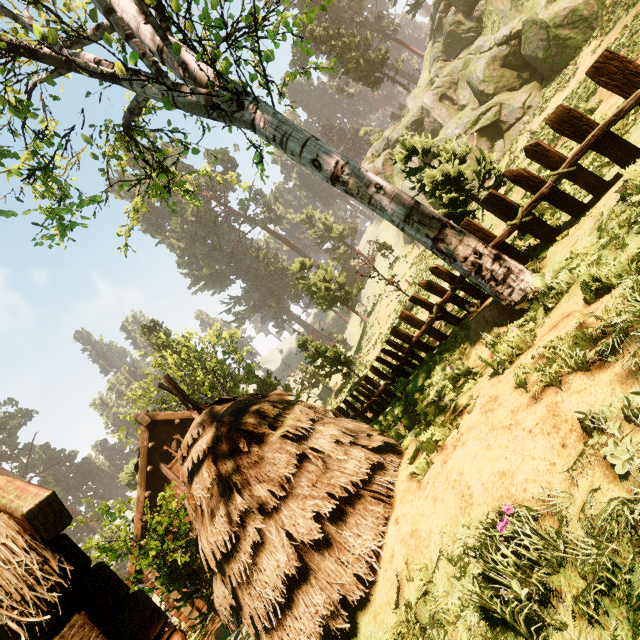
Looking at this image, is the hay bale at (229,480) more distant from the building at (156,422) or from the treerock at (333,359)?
the treerock at (333,359)

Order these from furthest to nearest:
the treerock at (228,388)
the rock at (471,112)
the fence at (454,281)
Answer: the treerock at (228,388), the rock at (471,112), the fence at (454,281)

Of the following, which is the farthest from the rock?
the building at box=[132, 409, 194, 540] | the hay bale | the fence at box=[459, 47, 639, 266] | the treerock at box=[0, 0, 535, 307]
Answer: the hay bale

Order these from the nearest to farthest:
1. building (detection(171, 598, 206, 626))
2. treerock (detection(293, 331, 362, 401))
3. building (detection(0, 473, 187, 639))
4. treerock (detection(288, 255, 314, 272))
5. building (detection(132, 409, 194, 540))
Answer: building (detection(0, 473, 187, 639))
building (detection(171, 598, 206, 626))
building (detection(132, 409, 194, 540))
treerock (detection(293, 331, 362, 401))
treerock (detection(288, 255, 314, 272))

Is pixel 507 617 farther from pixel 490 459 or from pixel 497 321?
pixel 497 321

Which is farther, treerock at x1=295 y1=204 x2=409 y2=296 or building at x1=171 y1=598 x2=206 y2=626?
treerock at x1=295 y1=204 x2=409 y2=296

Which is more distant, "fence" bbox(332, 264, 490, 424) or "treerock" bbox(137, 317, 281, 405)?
"treerock" bbox(137, 317, 281, 405)

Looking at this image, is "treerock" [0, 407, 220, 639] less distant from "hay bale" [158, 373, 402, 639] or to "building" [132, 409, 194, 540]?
"building" [132, 409, 194, 540]
